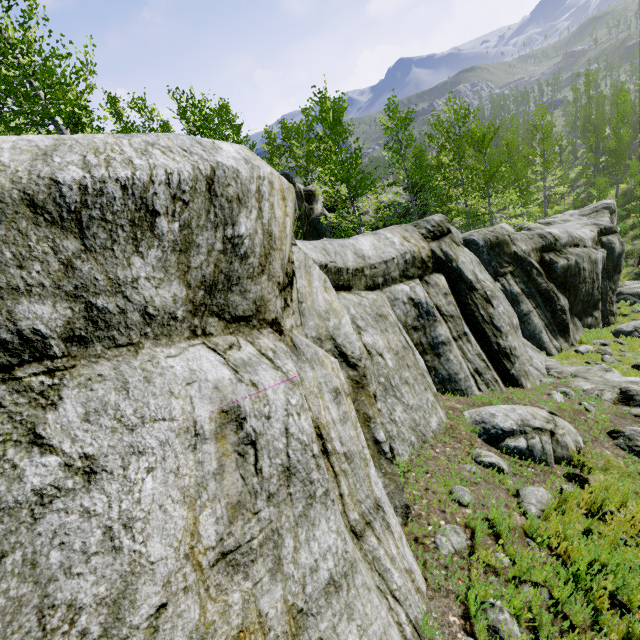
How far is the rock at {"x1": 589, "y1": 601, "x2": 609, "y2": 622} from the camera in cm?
293

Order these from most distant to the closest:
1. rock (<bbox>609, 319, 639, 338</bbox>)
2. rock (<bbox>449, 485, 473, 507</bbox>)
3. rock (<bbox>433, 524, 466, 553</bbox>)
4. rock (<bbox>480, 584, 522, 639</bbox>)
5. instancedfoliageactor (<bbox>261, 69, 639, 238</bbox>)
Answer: instancedfoliageactor (<bbox>261, 69, 639, 238</bbox>)
rock (<bbox>609, 319, 639, 338</bbox>)
rock (<bbox>449, 485, 473, 507</bbox>)
rock (<bbox>433, 524, 466, 553</bbox>)
rock (<bbox>480, 584, 522, 639</bbox>)

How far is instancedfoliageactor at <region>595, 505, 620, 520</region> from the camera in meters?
4.0 m

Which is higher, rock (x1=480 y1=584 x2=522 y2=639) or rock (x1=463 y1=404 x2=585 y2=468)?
rock (x1=480 y1=584 x2=522 y2=639)

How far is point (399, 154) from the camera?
21.70m

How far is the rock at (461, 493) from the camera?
4.0 meters
